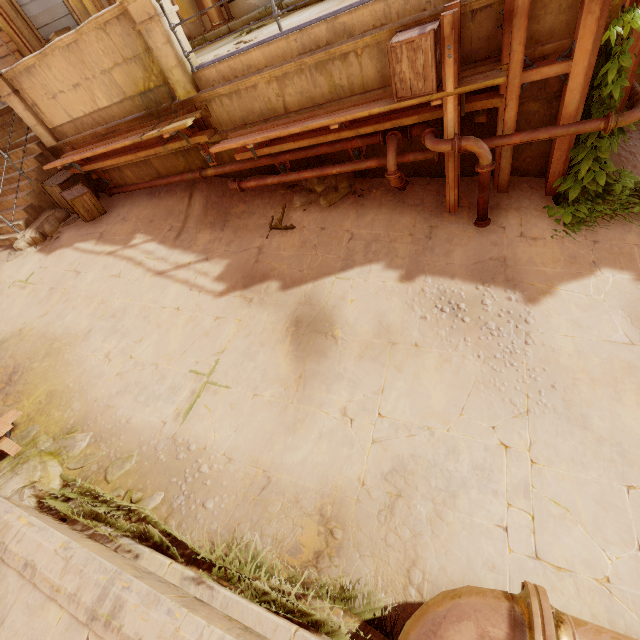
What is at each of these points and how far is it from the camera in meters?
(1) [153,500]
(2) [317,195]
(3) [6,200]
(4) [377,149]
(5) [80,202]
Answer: (1) rubble, 3.7 m
(2) rubble, 6.3 m
(3) stairs, 8.3 m
(4) building, 5.7 m
(5) crate, 7.7 m

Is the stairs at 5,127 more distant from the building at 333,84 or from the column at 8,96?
the column at 8,96

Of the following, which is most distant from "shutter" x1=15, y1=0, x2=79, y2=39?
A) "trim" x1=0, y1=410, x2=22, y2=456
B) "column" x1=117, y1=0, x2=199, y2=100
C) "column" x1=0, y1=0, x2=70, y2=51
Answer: "trim" x1=0, y1=410, x2=22, y2=456

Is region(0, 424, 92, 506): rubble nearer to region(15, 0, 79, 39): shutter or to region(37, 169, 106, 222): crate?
region(37, 169, 106, 222): crate

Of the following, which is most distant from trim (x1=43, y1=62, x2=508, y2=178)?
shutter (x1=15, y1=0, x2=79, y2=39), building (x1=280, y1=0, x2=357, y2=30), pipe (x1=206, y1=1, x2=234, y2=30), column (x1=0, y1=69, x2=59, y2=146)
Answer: shutter (x1=15, y1=0, x2=79, y2=39)

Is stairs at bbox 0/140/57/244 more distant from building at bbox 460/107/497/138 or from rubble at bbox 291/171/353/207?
rubble at bbox 291/171/353/207

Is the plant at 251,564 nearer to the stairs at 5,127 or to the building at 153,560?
the building at 153,560

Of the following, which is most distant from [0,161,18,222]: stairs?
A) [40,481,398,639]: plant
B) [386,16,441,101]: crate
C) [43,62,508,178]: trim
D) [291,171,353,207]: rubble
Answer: [386,16,441,101]: crate
